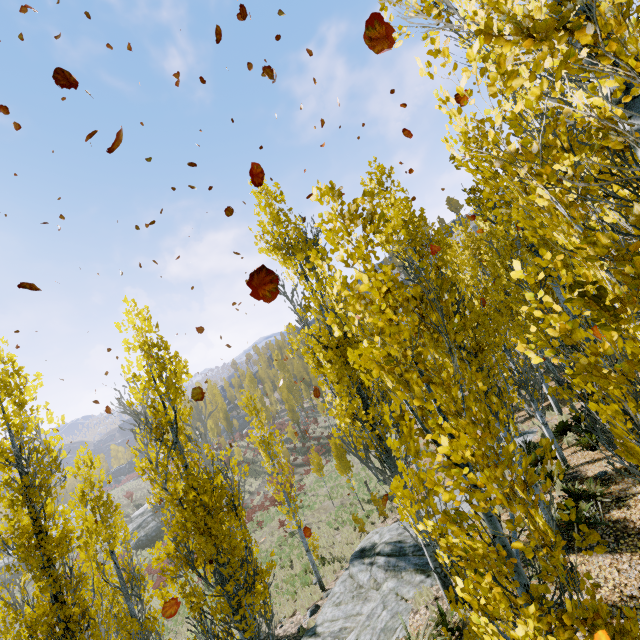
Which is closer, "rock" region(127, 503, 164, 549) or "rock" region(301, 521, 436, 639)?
"rock" region(301, 521, 436, 639)

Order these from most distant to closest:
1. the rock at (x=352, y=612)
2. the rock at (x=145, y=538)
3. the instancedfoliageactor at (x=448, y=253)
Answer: the rock at (x=145, y=538), the rock at (x=352, y=612), the instancedfoliageactor at (x=448, y=253)

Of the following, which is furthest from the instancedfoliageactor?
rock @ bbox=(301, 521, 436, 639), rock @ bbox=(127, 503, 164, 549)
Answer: rock @ bbox=(127, 503, 164, 549)

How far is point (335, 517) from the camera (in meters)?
21.02

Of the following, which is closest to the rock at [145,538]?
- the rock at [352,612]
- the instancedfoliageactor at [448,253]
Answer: the instancedfoliageactor at [448,253]

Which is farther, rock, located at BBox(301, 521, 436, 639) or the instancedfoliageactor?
rock, located at BBox(301, 521, 436, 639)

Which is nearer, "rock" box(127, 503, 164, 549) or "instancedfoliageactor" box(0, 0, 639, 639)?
"instancedfoliageactor" box(0, 0, 639, 639)
